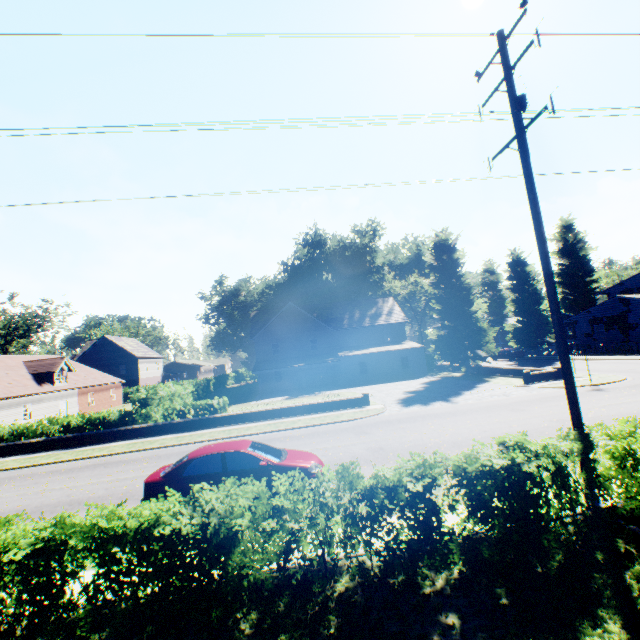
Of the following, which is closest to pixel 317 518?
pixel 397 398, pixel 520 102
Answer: pixel 520 102

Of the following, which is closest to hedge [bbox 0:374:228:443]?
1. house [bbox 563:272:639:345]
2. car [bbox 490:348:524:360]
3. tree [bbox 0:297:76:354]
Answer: tree [bbox 0:297:76:354]

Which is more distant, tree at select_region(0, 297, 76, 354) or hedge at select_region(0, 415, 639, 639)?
tree at select_region(0, 297, 76, 354)

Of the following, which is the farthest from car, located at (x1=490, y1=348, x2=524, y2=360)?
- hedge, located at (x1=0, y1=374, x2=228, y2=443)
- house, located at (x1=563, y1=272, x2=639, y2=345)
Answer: hedge, located at (x1=0, y1=374, x2=228, y2=443)

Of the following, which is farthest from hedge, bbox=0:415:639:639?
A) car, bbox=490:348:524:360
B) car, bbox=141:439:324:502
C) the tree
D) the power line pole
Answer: car, bbox=490:348:524:360

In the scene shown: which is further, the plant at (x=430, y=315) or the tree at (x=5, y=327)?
the tree at (x=5, y=327)

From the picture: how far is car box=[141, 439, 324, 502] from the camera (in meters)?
8.36

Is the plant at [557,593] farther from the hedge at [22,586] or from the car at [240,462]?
the car at [240,462]
